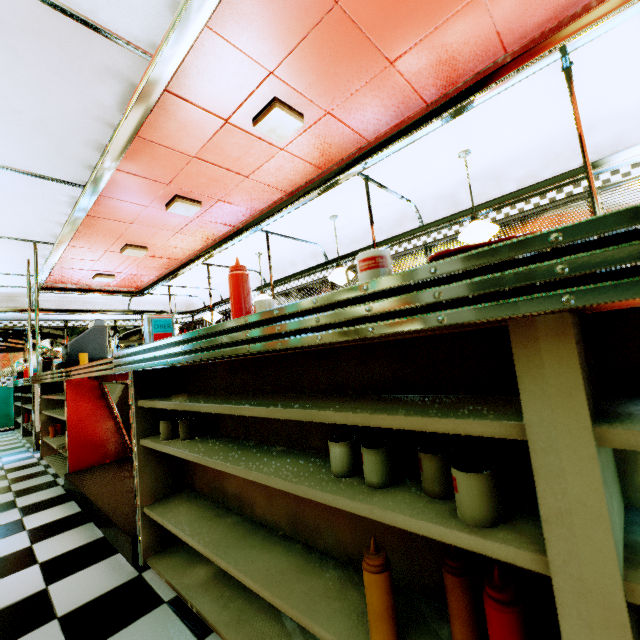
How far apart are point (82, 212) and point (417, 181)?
4.19m

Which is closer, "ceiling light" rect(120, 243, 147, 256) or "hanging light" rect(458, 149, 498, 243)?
"hanging light" rect(458, 149, 498, 243)

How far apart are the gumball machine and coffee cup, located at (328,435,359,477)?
4.9 meters

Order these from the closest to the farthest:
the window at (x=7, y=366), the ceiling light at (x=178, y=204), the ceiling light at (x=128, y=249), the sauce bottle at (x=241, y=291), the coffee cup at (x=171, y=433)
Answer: the sauce bottle at (x=241, y=291), the coffee cup at (x=171, y=433), the ceiling light at (x=178, y=204), the ceiling light at (x=128, y=249), the window at (x=7, y=366)

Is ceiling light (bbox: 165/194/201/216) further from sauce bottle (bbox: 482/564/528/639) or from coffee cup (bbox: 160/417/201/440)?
sauce bottle (bbox: 482/564/528/639)

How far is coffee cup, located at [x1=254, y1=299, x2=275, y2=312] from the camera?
1.21m

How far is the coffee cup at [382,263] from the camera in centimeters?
74cm

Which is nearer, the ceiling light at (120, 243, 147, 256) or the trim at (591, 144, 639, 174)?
the trim at (591, 144, 639, 174)
